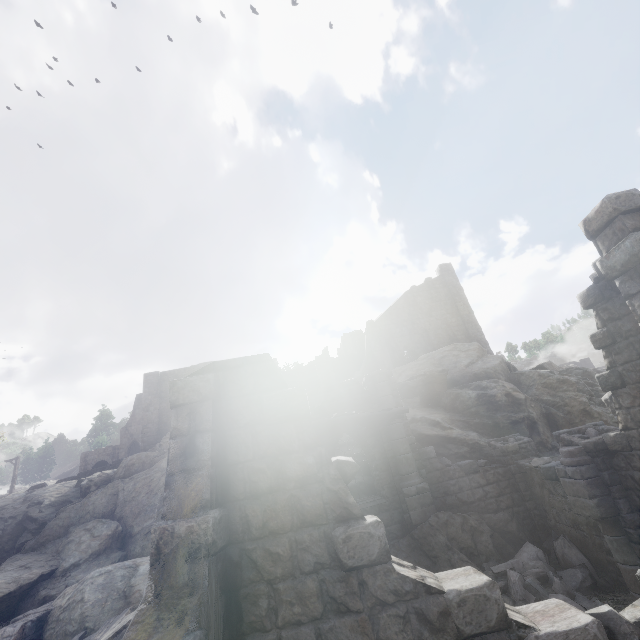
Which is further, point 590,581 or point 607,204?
point 590,581

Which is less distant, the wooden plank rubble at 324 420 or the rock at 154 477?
the wooden plank rubble at 324 420

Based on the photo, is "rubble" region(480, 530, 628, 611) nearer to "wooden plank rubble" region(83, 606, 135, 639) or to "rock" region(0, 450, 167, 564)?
"rock" region(0, 450, 167, 564)

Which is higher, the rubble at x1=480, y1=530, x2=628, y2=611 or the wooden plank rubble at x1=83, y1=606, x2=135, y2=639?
the wooden plank rubble at x1=83, y1=606, x2=135, y2=639

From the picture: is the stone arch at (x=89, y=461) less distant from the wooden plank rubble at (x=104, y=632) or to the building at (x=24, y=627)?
the building at (x=24, y=627)

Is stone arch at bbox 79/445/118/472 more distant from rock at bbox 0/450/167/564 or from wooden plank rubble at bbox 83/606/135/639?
wooden plank rubble at bbox 83/606/135/639

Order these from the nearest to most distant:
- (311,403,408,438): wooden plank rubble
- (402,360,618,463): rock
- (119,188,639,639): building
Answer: (119,188,639,639): building < (311,403,408,438): wooden plank rubble < (402,360,618,463): rock

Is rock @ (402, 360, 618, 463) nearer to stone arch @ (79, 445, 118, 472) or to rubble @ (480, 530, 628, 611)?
rubble @ (480, 530, 628, 611)
